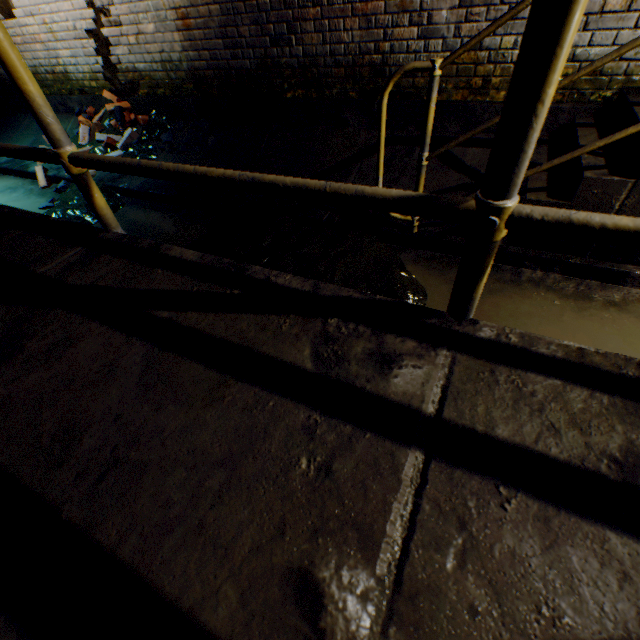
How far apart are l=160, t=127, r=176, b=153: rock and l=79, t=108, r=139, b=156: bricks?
0.42m

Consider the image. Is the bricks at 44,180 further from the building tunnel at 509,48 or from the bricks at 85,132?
the bricks at 85,132

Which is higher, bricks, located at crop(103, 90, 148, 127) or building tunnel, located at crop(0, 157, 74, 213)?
bricks, located at crop(103, 90, 148, 127)

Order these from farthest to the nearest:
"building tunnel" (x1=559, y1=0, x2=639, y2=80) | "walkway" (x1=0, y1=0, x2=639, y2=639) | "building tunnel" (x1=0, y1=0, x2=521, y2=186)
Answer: "building tunnel" (x1=0, y1=0, x2=521, y2=186) → "building tunnel" (x1=559, y1=0, x2=639, y2=80) → "walkway" (x1=0, y1=0, x2=639, y2=639)

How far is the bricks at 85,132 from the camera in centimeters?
430cm

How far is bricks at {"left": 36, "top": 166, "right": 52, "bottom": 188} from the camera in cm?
430

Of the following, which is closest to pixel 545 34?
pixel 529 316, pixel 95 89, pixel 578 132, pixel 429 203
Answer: pixel 429 203

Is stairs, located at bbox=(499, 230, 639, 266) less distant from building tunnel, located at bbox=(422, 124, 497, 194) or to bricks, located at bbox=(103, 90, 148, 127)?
building tunnel, located at bbox=(422, 124, 497, 194)
